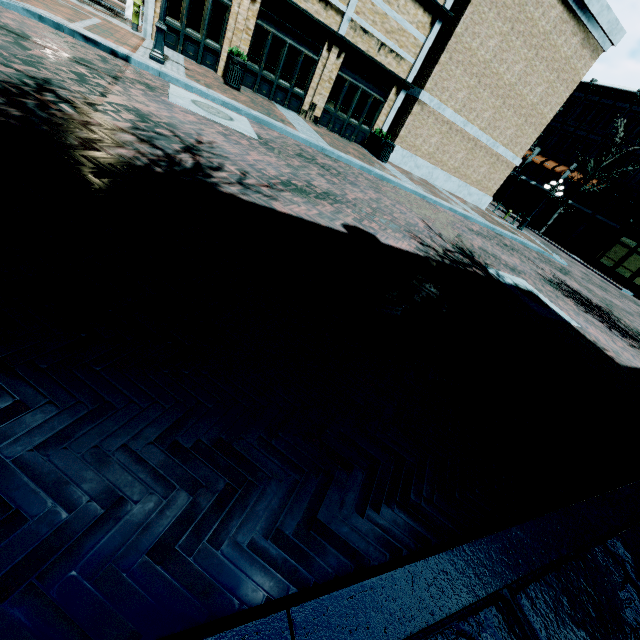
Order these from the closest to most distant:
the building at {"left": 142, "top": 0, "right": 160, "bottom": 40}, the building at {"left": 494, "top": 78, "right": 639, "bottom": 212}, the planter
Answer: the building at {"left": 142, "top": 0, "right": 160, "bottom": 40} → the planter → the building at {"left": 494, "top": 78, "right": 639, "bottom": 212}

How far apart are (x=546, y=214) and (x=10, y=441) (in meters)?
44.82

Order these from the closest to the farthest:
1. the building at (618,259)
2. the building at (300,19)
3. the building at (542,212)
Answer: the building at (300,19)
the building at (618,259)
the building at (542,212)

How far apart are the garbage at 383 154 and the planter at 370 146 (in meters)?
0.09

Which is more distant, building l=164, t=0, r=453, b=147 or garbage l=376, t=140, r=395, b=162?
garbage l=376, t=140, r=395, b=162

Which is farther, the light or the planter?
the planter

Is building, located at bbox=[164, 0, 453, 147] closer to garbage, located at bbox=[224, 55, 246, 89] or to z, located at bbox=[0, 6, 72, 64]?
z, located at bbox=[0, 6, 72, 64]
